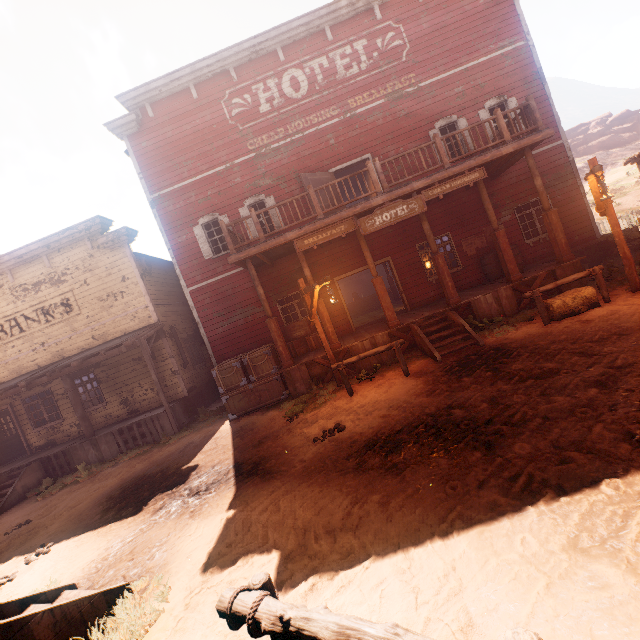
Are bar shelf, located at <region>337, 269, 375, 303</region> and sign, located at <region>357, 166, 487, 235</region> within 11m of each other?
no

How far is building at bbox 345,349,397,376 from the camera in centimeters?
986cm

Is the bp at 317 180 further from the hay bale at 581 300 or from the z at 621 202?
the hay bale at 581 300

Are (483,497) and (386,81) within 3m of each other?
no

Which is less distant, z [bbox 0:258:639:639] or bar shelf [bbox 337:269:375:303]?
z [bbox 0:258:639:639]

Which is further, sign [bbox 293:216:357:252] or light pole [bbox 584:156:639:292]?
sign [bbox 293:216:357:252]

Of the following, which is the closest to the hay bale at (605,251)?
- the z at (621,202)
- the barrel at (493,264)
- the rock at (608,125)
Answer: the z at (621,202)

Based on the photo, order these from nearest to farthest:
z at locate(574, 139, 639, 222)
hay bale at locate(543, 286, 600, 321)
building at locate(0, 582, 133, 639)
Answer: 1. building at locate(0, 582, 133, 639)
2. hay bale at locate(543, 286, 600, 321)
3. z at locate(574, 139, 639, 222)
